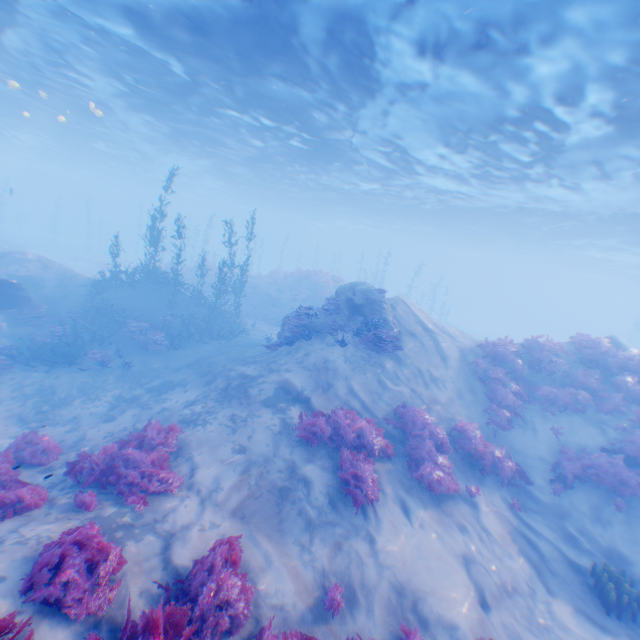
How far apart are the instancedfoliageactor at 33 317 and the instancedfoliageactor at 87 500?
12.7m

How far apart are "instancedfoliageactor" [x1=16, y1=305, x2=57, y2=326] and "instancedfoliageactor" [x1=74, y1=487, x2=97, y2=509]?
12.68m

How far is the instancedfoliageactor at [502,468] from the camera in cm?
970

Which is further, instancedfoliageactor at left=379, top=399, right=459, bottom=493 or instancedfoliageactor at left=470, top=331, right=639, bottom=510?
instancedfoliageactor at left=470, top=331, right=639, bottom=510

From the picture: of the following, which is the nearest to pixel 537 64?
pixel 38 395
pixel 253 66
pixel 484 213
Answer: pixel 253 66

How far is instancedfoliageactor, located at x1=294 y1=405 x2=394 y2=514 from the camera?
7.49m

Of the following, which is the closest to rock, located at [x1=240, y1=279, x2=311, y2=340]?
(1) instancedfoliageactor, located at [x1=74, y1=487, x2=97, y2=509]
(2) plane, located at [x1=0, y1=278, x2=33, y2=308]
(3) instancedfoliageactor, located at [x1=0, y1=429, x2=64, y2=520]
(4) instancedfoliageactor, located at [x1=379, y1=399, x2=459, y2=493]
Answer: (2) plane, located at [x1=0, y1=278, x2=33, y2=308]

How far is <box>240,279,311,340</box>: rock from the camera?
17.03m
